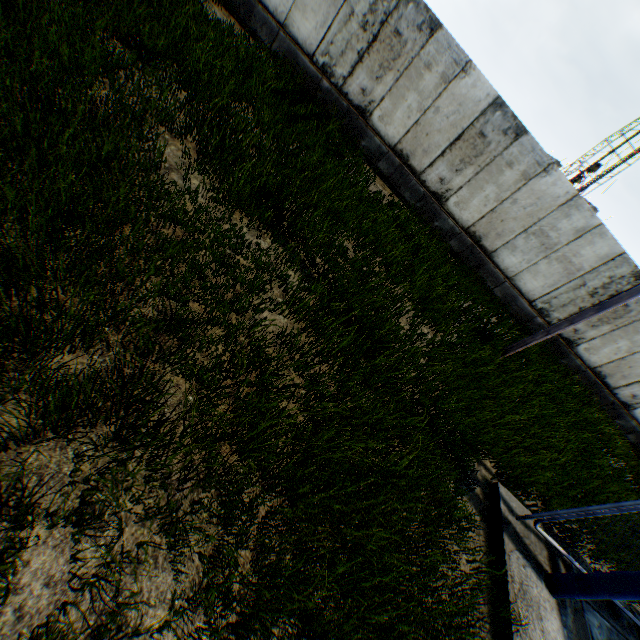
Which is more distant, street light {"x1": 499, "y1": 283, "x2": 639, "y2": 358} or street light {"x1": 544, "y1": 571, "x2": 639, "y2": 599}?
street light {"x1": 499, "y1": 283, "x2": 639, "y2": 358}

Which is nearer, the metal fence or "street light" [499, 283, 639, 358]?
the metal fence

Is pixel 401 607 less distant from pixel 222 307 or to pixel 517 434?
pixel 222 307

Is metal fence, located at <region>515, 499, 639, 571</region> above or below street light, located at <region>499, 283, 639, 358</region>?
below

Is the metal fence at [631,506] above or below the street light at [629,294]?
below

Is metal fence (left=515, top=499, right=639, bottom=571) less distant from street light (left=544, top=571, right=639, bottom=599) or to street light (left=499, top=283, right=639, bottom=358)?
street light (left=544, top=571, right=639, bottom=599)

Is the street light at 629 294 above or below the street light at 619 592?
above
